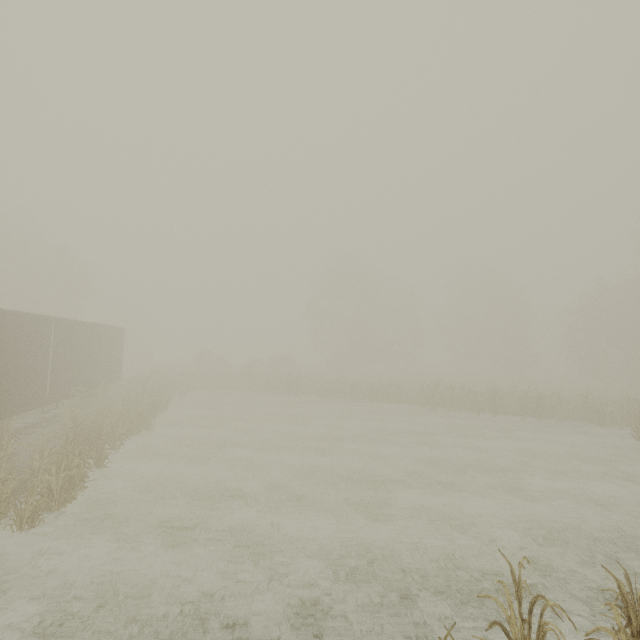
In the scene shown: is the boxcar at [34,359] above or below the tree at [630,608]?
above

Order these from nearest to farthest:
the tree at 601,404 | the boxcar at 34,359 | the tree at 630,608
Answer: the tree at 630,608 → the tree at 601,404 → the boxcar at 34,359

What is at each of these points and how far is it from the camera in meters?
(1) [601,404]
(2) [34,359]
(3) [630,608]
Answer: (1) tree, 19.4 m
(2) boxcar, 12.6 m
(3) tree, 3.9 m

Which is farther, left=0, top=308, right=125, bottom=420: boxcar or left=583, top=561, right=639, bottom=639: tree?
A: left=0, top=308, right=125, bottom=420: boxcar

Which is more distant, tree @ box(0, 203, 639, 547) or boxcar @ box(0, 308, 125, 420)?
boxcar @ box(0, 308, 125, 420)

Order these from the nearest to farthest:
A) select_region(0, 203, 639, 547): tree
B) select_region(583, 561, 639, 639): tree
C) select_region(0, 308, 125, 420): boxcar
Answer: select_region(583, 561, 639, 639): tree, select_region(0, 203, 639, 547): tree, select_region(0, 308, 125, 420): boxcar

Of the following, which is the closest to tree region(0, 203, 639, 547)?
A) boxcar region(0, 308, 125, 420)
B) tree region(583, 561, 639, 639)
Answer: boxcar region(0, 308, 125, 420)
